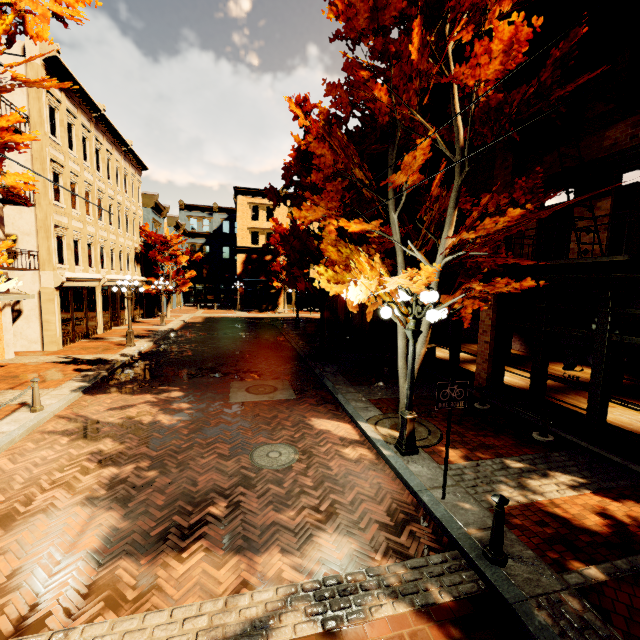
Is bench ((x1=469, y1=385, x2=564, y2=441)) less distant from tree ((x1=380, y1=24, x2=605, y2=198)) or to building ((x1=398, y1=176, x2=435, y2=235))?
building ((x1=398, y1=176, x2=435, y2=235))

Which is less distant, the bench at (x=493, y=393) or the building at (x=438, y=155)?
the bench at (x=493, y=393)

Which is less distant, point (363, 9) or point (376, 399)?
point (363, 9)

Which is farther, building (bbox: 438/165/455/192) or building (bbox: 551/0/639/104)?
building (bbox: 438/165/455/192)

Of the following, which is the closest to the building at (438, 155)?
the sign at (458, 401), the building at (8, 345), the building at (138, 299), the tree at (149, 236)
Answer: the sign at (458, 401)

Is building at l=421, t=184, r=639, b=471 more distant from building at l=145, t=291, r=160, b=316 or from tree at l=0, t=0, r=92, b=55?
building at l=145, t=291, r=160, b=316

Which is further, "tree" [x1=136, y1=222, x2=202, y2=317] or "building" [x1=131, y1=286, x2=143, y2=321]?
"tree" [x1=136, y1=222, x2=202, y2=317]

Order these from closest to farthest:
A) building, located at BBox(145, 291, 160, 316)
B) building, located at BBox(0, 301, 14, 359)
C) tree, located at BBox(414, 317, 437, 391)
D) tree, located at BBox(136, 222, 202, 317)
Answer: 1. tree, located at BBox(414, 317, 437, 391)
2. building, located at BBox(0, 301, 14, 359)
3. tree, located at BBox(136, 222, 202, 317)
4. building, located at BBox(145, 291, 160, 316)
